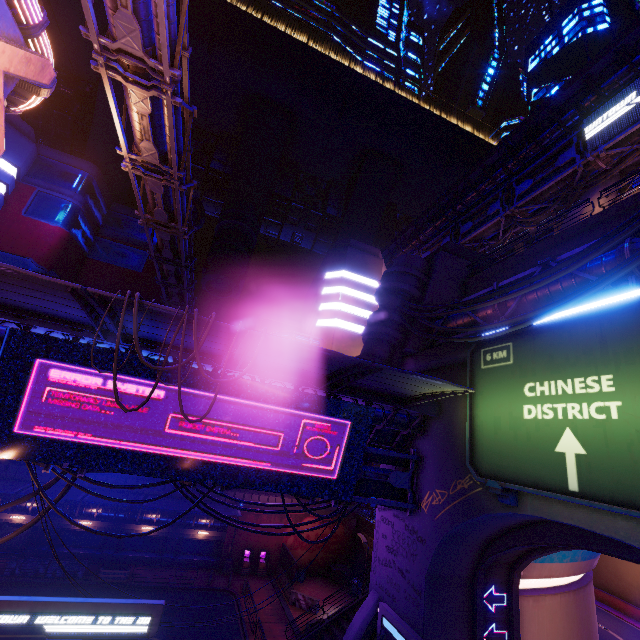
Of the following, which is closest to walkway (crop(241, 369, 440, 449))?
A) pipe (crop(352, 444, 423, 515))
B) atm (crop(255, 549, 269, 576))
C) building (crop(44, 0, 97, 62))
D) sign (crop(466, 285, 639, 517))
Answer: pipe (crop(352, 444, 423, 515))

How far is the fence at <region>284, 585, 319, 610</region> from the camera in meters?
26.1

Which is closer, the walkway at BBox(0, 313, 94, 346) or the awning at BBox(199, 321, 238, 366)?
the awning at BBox(199, 321, 238, 366)

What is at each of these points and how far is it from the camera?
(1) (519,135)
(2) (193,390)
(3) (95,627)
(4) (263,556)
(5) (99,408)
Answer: (1) walkway, 34.0m
(2) sign, 12.4m
(3) sign, 9.8m
(4) atm, 31.8m
(5) sign, 11.6m

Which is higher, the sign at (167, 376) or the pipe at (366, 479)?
the sign at (167, 376)

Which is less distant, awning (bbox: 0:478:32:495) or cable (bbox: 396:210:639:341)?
cable (bbox: 396:210:639:341)

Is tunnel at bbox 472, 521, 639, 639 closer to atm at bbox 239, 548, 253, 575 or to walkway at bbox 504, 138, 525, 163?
atm at bbox 239, 548, 253, 575

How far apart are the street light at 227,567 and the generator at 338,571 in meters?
9.5 m
